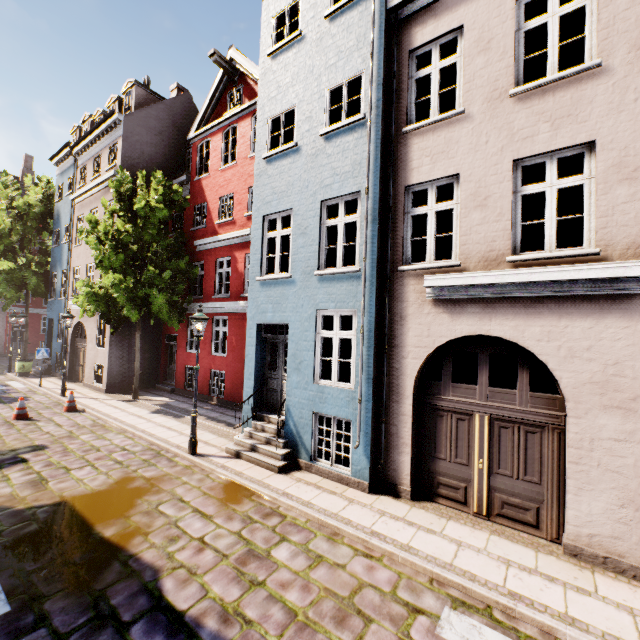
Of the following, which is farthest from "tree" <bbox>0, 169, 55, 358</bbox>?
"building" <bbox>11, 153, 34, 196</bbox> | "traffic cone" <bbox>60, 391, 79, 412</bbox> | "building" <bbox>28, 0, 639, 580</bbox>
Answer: "building" <bbox>11, 153, 34, 196</bbox>

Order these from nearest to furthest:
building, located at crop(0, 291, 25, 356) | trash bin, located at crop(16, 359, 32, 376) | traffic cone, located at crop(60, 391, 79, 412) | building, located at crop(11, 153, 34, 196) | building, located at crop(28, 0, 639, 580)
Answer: building, located at crop(28, 0, 639, 580)
traffic cone, located at crop(60, 391, 79, 412)
trash bin, located at crop(16, 359, 32, 376)
building, located at crop(0, 291, 25, 356)
building, located at crop(11, 153, 34, 196)

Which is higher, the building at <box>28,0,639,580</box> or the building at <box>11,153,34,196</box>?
the building at <box>11,153,34,196</box>

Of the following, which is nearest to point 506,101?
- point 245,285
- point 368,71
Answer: point 368,71

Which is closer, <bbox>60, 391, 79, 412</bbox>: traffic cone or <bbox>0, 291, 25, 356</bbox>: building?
<bbox>60, 391, 79, 412</bbox>: traffic cone

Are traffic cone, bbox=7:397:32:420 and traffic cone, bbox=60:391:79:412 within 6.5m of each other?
yes

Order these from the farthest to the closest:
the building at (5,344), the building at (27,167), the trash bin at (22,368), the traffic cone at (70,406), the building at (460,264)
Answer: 1. the building at (27,167)
2. the building at (5,344)
3. the trash bin at (22,368)
4. the traffic cone at (70,406)
5. the building at (460,264)

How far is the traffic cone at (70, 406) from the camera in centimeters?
1210cm
